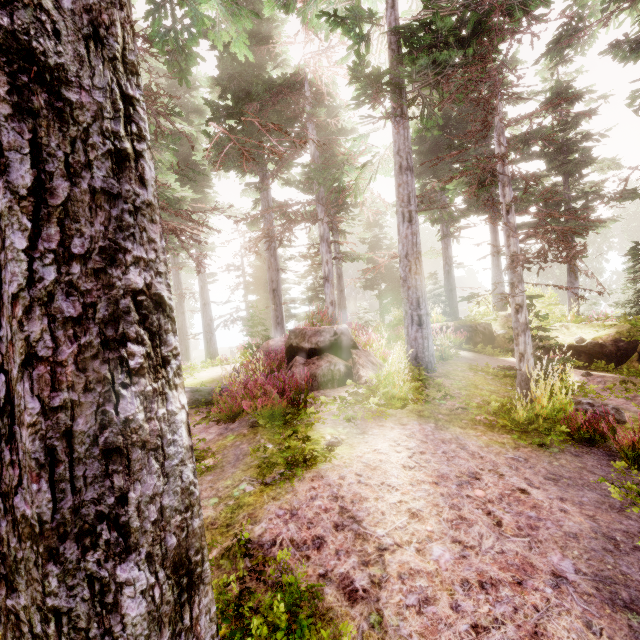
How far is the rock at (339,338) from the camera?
7.59m

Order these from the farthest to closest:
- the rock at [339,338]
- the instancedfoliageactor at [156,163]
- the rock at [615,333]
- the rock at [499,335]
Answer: the rock at [499,335]
the rock at [615,333]
the rock at [339,338]
the instancedfoliageactor at [156,163]

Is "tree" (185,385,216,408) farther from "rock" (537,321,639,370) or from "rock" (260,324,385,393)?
"rock" (537,321,639,370)

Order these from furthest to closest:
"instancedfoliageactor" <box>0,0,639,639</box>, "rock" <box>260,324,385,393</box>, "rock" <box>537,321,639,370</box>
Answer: "rock" <box>537,321,639,370</box>, "rock" <box>260,324,385,393</box>, "instancedfoliageactor" <box>0,0,639,639</box>

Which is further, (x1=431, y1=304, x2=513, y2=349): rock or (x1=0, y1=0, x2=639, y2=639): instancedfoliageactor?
(x1=431, y1=304, x2=513, y2=349): rock

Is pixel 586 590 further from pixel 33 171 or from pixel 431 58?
pixel 431 58

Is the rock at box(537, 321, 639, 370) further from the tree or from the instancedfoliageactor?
the tree

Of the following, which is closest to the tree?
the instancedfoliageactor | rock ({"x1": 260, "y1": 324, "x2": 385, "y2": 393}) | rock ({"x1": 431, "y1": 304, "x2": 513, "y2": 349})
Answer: the instancedfoliageactor
